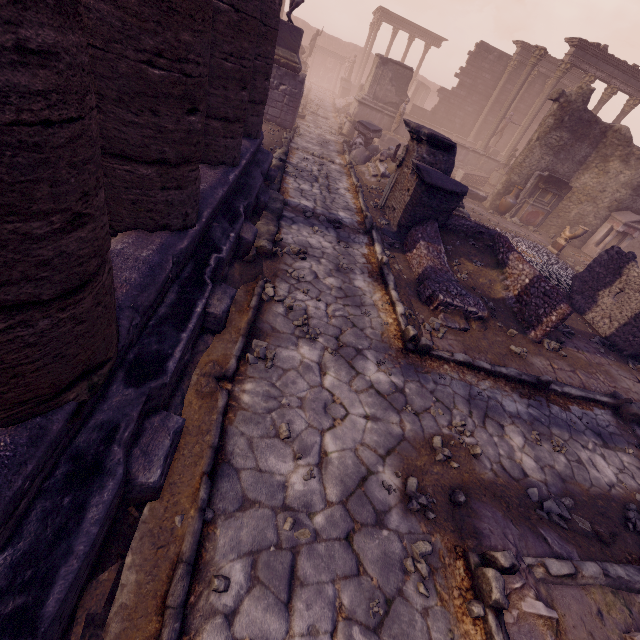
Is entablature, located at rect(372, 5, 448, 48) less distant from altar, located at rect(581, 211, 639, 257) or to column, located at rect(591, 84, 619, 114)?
column, located at rect(591, 84, 619, 114)

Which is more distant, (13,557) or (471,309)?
(471,309)

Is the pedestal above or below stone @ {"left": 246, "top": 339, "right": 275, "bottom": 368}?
above

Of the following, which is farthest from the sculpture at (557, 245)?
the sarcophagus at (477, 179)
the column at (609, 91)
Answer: the column at (609, 91)

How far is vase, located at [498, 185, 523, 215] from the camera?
14.4m

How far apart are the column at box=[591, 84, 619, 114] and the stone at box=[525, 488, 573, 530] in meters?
25.3 m

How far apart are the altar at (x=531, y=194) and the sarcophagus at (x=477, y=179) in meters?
4.9 m

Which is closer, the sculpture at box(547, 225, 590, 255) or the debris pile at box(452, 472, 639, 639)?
the debris pile at box(452, 472, 639, 639)
